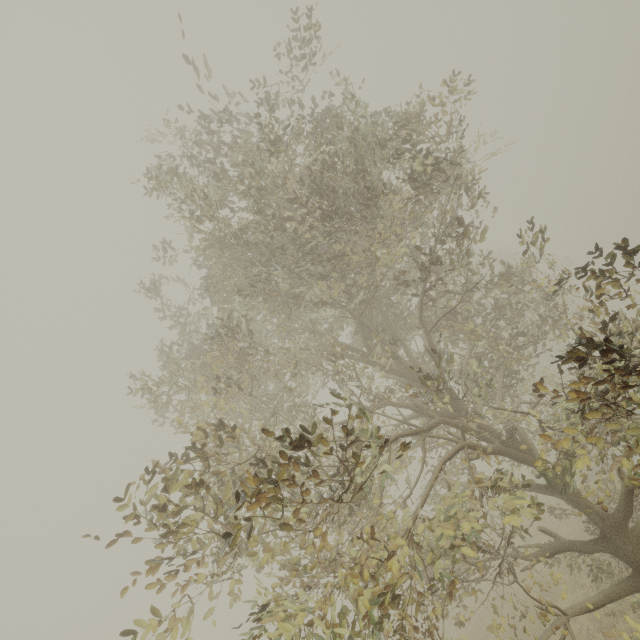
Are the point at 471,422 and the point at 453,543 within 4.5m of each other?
yes
